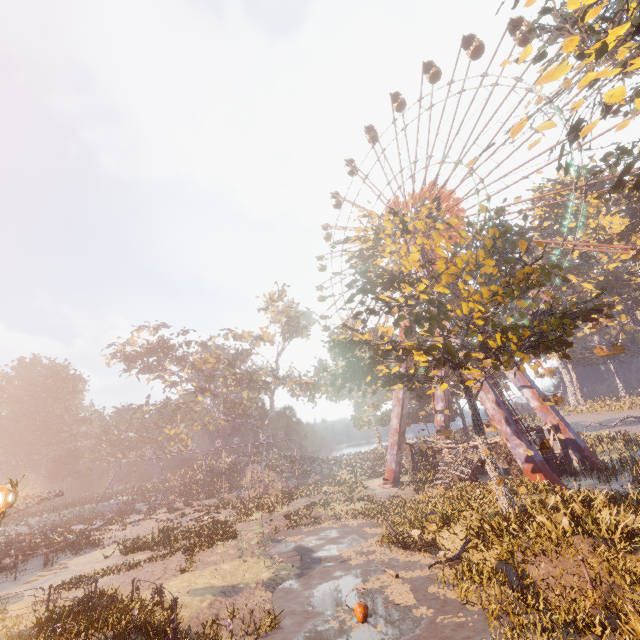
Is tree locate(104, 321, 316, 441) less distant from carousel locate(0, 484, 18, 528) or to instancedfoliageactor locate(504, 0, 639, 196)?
carousel locate(0, 484, 18, 528)

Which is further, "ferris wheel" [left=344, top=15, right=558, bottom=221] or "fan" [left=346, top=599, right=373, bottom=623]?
"ferris wheel" [left=344, top=15, right=558, bottom=221]

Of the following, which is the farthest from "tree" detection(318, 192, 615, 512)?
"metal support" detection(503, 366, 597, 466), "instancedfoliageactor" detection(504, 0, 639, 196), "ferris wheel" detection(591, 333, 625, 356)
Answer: "ferris wheel" detection(591, 333, 625, 356)

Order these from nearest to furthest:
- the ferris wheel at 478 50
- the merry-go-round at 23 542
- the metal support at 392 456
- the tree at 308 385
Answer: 1. the merry-go-round at 23 542
2. the ferris wheel at 478 50
3. the metal support at 392 456
4. the tree at 308 385

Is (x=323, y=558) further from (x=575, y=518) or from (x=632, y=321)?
(x=632, y=321)

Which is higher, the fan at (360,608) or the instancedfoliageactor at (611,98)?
the instancedfoliageactor at (611,98)

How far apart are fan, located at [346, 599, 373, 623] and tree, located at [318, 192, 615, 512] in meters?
8.5

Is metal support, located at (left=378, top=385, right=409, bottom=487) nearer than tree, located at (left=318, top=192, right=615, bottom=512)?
No
